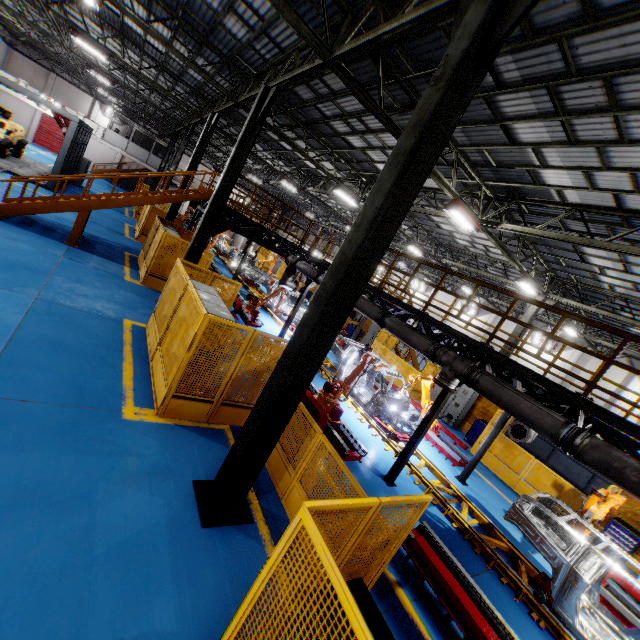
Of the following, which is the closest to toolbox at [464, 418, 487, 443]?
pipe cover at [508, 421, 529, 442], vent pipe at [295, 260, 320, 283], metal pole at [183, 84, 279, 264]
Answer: pipe cover at [508, 421, 529, 442]

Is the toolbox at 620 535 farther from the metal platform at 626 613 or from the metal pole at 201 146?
the metal pole at 201 146

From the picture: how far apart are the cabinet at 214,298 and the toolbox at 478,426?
13.1m

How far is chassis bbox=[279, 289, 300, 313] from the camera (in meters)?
16.75

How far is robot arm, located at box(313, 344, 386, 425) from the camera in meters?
8.9

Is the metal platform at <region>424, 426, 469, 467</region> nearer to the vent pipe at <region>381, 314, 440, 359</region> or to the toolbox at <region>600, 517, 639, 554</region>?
the toolbox at <region>600, 517, 639, 554</region>

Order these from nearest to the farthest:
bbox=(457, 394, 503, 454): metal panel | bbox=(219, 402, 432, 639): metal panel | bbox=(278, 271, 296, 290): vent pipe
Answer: bbox=(219, 402, 432, 639): metal panel → bbox=(457, 394, 503, 454): metal panel → bbox=(278, 271, 296, 290): vent pipe

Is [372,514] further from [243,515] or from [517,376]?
[517,376]
